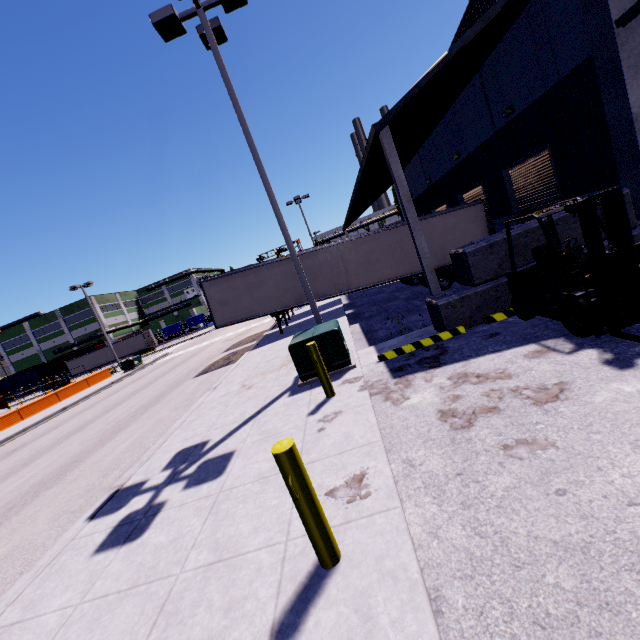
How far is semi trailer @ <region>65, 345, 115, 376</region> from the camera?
54.03m

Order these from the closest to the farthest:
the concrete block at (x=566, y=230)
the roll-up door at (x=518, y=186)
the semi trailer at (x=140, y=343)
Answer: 1. the concrete block at (x=566, y=230)
2. the roll-up door at (x=518, y=186)
3. the semi trailer at (x=140, y=343)

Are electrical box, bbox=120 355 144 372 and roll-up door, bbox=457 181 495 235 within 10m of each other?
no

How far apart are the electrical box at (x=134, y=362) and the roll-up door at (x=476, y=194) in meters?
31.1

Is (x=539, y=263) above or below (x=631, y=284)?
above

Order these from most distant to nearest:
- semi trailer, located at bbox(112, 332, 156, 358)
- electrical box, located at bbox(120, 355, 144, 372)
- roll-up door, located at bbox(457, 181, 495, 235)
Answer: semi trailer, located at bbox(112, 332, 156, 358) → electrical box, located at bbox(120, 355, 144, 372) → roll-up door, located at bbox(457, 181, 495, 235)

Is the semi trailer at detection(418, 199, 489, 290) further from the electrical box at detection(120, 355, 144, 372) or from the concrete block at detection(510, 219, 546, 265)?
the electrical box at detection(120, 355, 144, 372)

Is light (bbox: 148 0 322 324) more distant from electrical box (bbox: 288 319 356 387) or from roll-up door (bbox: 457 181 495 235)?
roll-up door (bbox: 457 181 495 235)
